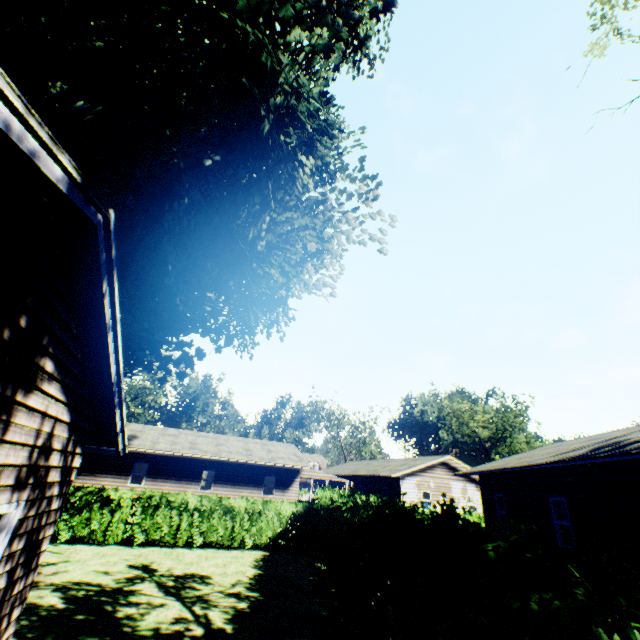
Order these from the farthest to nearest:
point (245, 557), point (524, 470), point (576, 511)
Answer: point (245, 557), point (524, 470), point (576, 511)

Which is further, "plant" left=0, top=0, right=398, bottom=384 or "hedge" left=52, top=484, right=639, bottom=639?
"plant" left=0, top=0, right=398, bottom=384

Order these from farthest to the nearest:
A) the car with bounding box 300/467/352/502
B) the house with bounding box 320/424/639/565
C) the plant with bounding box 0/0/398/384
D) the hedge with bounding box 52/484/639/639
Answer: the car with bounding box 300/467/352/502 < the house with bounding box 320/424/639/565 < the plant with bounding box 0/0/398/384 < the hedge with bounding box 52/484/639/639

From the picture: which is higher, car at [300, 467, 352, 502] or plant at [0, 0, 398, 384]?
plant at [0, 0, 398, 384]

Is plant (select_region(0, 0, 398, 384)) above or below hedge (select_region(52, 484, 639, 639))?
above

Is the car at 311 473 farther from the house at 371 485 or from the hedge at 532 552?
the house at 371 485

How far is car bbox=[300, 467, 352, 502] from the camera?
28.3 meters

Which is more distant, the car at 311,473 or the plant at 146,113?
the car at 311,473
